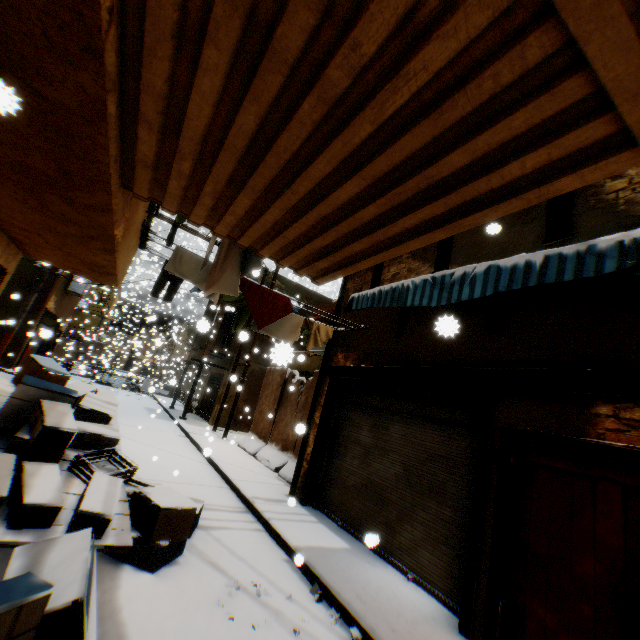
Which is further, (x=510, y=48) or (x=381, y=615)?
(x=381, y=615)

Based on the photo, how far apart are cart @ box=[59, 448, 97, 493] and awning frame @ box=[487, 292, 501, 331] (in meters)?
4.66

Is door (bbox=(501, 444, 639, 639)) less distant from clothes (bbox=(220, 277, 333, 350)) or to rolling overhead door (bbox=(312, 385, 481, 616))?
rolling overhead door (bbox=(312, 385, 481, 616))

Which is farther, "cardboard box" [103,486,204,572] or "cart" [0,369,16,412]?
"cart" [0,369,16,412]

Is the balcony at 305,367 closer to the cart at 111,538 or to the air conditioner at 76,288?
the air conditioner at 76,288

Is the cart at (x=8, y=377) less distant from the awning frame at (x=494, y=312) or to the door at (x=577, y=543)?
the door at (x=577, y=543)

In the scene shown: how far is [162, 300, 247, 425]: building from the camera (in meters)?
17.58

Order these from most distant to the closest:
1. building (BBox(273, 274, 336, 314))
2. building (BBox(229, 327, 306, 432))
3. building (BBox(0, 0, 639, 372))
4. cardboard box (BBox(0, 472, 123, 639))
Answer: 1. building (BBox(229, 327, 306, 432))
2. building (BBox(273, 274, 336, 314))
3. cardboard box (BBox(0, 472, 123, 639))
4. building (BBox(0, 0, 639, 372))
